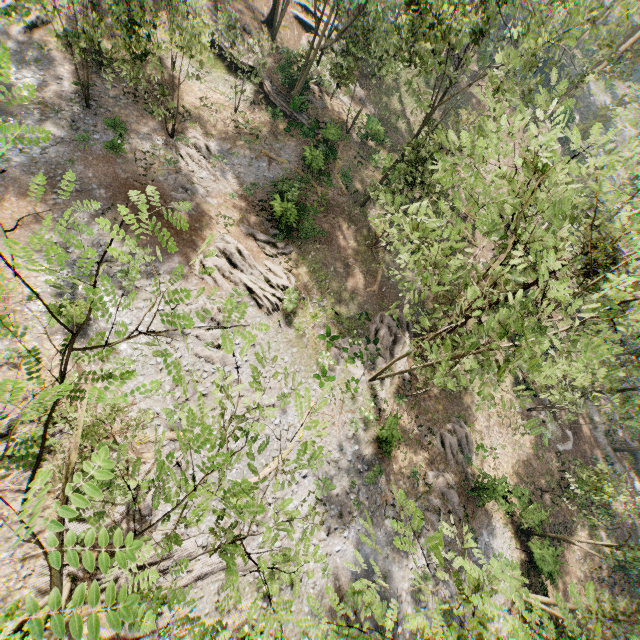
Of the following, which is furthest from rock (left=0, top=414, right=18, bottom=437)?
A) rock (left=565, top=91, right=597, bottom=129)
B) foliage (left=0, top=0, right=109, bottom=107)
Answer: rock (left=565, top=91, right=597, bottom=129)

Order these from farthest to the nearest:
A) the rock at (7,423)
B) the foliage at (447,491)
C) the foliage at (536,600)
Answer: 1. the rock at (7,423)
2. the foliage at (447,491)
3. the foliage at (536,600)

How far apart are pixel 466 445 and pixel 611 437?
20.2m

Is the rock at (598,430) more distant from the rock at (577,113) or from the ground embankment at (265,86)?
the rock at (577,113)

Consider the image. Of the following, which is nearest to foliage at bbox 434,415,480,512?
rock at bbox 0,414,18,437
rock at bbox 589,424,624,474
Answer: rock at bbox 0,414,18,437

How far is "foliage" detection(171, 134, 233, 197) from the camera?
24.7 meters

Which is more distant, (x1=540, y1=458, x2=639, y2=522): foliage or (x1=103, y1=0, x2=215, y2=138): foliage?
(x1=540, y1=458, x2=639, y2=522): foliage
